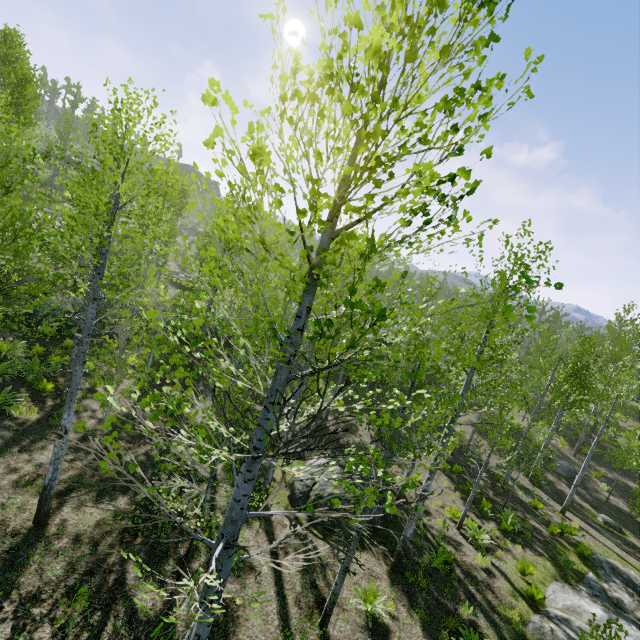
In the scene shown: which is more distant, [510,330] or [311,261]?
[510,330]

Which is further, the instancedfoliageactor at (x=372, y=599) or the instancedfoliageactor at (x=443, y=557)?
the instancedfoliageactor at (x=443, y=557)

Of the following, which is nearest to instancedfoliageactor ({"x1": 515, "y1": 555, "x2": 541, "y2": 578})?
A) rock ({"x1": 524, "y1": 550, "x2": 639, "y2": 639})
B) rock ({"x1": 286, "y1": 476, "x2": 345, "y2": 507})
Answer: rock ({"x1": 286, "y1": 476, "x2": 345, "y2": 507})

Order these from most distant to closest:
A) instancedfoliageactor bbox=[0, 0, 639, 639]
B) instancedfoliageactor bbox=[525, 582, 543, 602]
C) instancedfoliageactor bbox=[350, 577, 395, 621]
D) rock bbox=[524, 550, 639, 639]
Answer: instancedfoliageactor bbox=[525, 582, 543, 602]
rock bbox=[524, 550, 639, 639]
instancedfoliageactor bbox=[350, 577, 395, 621]
instancedfoliageactor bbox=[0, 0, 639, 639]

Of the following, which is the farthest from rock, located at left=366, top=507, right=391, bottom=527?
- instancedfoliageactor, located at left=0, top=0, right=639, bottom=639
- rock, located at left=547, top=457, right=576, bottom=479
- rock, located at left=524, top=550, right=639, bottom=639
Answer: rock, located at left=547, top=457, right=576, bottom=479

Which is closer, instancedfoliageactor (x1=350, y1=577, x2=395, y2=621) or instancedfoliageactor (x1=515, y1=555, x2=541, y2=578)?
instancedfoliageactor (x1=350, y1=577, x2=395, y2=621)

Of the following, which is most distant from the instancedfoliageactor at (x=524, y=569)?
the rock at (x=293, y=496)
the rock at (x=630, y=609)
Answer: the rock at (x=630, y=609)

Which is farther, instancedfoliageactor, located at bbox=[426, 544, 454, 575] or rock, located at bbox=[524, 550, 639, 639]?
instancedfoliageactor, located at bbox=[426, 544, 454, 575]
